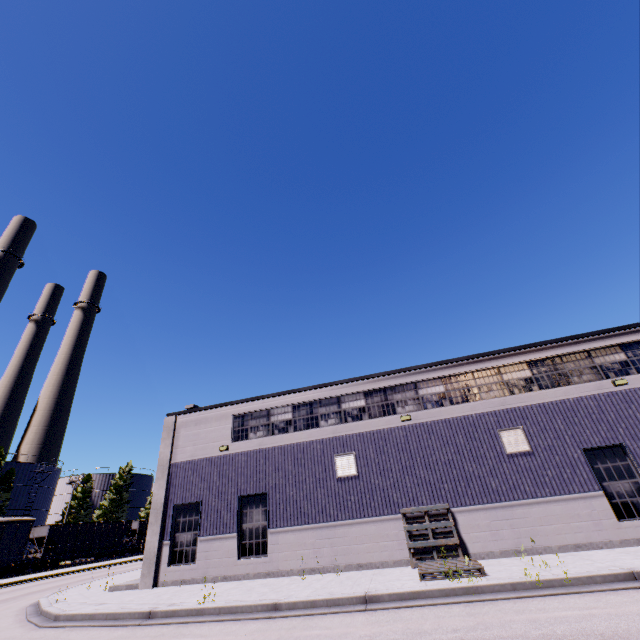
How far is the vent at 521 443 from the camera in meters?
13.4 m

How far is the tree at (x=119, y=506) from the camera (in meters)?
54.44

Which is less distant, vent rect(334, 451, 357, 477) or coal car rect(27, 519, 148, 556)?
vent rect(334, 451, 357, 477)

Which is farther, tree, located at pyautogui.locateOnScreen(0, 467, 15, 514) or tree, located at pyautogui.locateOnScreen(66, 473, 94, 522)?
tree, located at pyautogui.locateOnScreen(66, 473, 94, 522)

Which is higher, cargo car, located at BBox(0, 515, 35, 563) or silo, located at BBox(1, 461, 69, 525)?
silo, located at BBox(1, 461, 69, 525)

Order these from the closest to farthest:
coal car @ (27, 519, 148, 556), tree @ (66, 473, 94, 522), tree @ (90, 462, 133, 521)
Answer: coal car @ (27, 519, 148, 556), tree @ (66, 473, 94, 522), tree @ (90, 462, 133, 521)

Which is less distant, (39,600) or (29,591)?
(39,600)

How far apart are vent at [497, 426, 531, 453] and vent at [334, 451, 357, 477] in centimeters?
623cm
